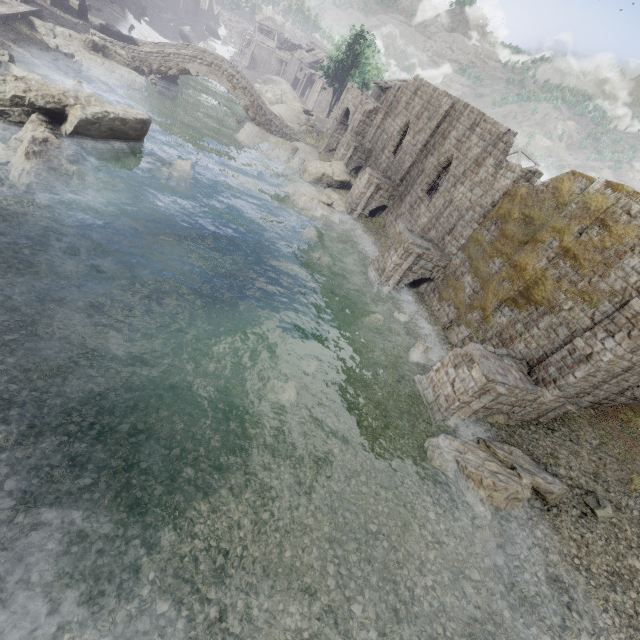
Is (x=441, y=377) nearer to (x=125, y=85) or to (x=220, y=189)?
(x=220, y=189)

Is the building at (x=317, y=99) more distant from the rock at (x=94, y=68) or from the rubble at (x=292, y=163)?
the rock at (x=94, y=68)

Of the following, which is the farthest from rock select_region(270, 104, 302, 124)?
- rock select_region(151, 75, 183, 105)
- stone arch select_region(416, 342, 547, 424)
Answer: stone arch select_region(416, 342, 547, 424)

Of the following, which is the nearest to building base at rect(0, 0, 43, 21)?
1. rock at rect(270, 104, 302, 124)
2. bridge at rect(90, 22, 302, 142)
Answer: bridge at rect(90, 22, 302, 142)

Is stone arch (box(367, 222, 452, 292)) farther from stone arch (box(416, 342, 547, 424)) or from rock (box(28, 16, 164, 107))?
rock (box(28, 16, 164, 107))

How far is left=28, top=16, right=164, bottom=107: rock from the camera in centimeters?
2420cm

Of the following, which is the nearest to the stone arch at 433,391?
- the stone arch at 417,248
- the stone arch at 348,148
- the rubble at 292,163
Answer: the stone arch at 417,248

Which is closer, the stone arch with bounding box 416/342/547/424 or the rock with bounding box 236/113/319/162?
the stone arch with bounding box 416/342/547/424
